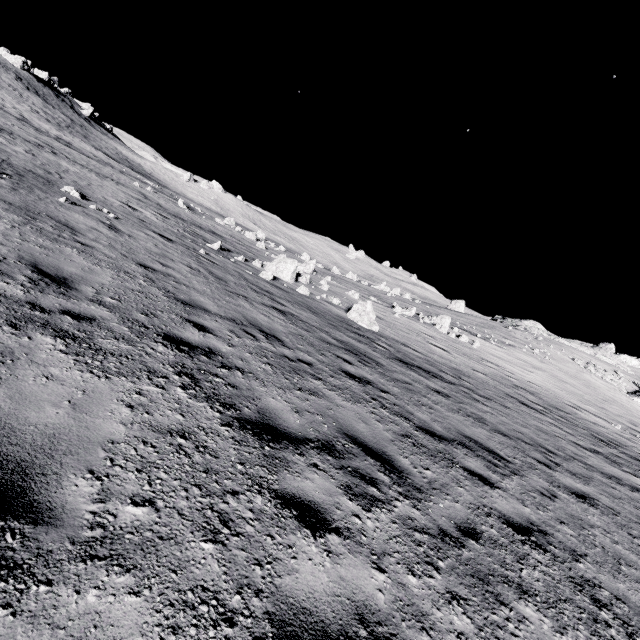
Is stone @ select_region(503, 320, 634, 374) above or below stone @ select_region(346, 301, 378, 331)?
above

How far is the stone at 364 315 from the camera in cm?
1603

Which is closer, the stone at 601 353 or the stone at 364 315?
the stone at 364 315

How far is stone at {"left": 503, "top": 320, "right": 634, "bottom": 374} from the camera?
53.30m

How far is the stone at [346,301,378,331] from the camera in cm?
1603

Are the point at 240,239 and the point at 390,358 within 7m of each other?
no

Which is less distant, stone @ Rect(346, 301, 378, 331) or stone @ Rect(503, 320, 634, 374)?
stone @ Rect(346, 301, 378, 331)
